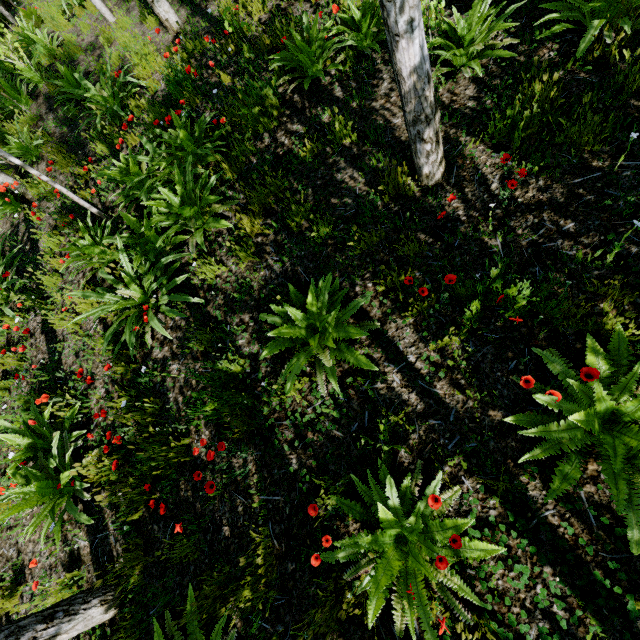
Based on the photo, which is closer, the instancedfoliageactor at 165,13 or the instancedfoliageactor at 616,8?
the instancedfoliageactor at 616,8

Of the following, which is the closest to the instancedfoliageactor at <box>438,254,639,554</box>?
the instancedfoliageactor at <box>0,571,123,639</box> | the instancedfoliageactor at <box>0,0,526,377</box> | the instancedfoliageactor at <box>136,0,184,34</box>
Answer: the instancedfoliageactor at <box>0,571,123,639</box>

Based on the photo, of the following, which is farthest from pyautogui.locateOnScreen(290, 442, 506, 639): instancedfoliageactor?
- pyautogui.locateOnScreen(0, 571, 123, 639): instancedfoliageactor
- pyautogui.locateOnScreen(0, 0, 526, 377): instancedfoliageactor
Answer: pyautogui.locateOnScreen(0, 0, 526, 377): instancedfoliageactor

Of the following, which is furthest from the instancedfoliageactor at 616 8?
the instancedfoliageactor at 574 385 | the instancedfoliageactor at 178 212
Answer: the instancedfoliageactor at 178 212

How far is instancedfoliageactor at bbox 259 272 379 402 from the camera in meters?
2.5 m

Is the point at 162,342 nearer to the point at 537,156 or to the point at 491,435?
the point at 491,435

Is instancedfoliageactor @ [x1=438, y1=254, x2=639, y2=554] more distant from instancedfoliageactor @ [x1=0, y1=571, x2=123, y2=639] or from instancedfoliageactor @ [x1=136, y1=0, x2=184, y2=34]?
instancedfoliageactor @ [x1=136, y1=0, x2=184, y2=34]

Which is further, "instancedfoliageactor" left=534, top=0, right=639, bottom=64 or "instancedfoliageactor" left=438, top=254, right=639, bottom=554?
"instancedfoliageactor" left=534, top=0, right=639, bottom=64
